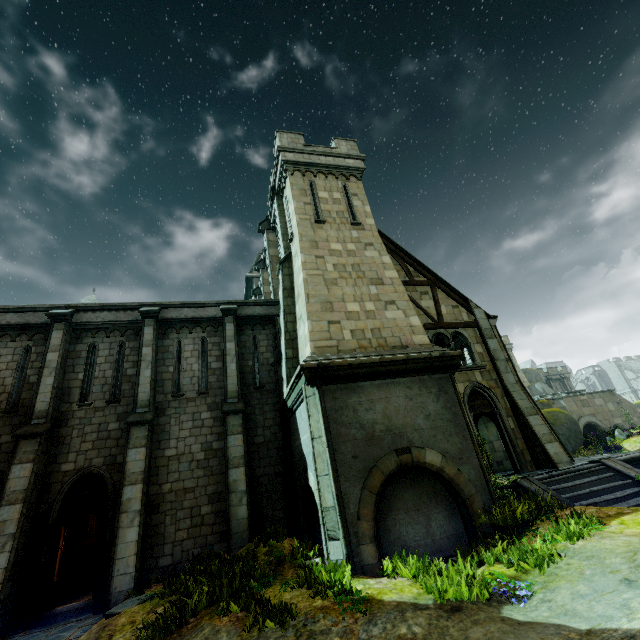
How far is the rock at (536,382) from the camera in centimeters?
4870cm

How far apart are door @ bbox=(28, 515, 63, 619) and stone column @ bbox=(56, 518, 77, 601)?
2.58m

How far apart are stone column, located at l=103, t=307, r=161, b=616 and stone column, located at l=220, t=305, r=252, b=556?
2.3m

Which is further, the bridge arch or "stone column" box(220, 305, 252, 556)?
the bridge arch

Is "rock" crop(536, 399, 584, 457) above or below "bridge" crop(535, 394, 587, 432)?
below

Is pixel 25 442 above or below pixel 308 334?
below

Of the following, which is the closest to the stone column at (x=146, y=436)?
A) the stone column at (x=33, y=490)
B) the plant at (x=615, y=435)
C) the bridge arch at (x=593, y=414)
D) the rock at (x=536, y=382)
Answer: the stone column at (x=33, y=490)

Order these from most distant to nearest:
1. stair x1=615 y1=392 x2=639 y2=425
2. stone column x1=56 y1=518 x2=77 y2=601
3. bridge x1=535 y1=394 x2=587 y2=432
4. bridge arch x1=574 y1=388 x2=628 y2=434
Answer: stair x1=615 y1=392 x2=639 y2=425
bridge arch x1=574 y1=388 x2=628 y2=434
bridge x1=535 y1=394 x2=587 y2=432
stone column x1=56 y1=518 x2=77 y2=601
